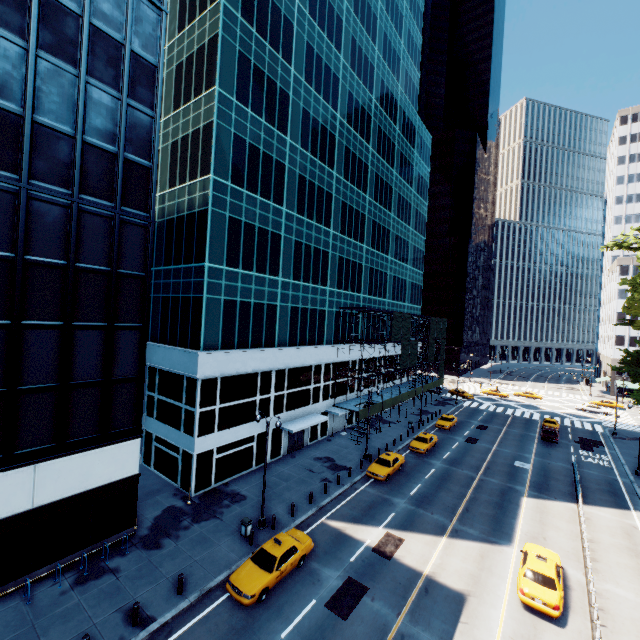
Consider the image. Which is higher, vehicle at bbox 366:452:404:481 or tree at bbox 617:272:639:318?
tree at bbox 617:272:639:318

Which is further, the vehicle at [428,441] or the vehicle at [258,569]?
the vehicle at [428,441]

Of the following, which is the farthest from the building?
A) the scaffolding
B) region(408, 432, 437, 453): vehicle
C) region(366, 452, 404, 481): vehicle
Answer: region(408, 432, 437, 453): vehicle

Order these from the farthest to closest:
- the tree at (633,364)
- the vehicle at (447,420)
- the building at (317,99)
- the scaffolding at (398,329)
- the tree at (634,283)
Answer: the vehicle at (447,420) < the tree at (633,364) < the scaffolding at (398,329) < the tree at (634,283) < the building at (317,99)

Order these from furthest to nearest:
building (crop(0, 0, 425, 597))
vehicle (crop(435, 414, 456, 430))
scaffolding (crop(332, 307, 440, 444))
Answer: vehicle (crop(435, 414, 456, 430)) < scaffolding (crop(332, 307, 440, 444)) < building (crop(0, 0, 425, 597))

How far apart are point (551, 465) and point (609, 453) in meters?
11.3

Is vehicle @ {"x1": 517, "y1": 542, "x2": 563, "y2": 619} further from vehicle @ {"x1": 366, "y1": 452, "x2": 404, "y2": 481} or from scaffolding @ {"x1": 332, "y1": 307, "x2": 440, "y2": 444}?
scaffolding @ {"x1": 332, "y1": 307, "x2": 440, "y2": 444}

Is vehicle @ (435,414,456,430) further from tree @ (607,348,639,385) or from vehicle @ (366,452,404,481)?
tree @ (607,348,639,385)
